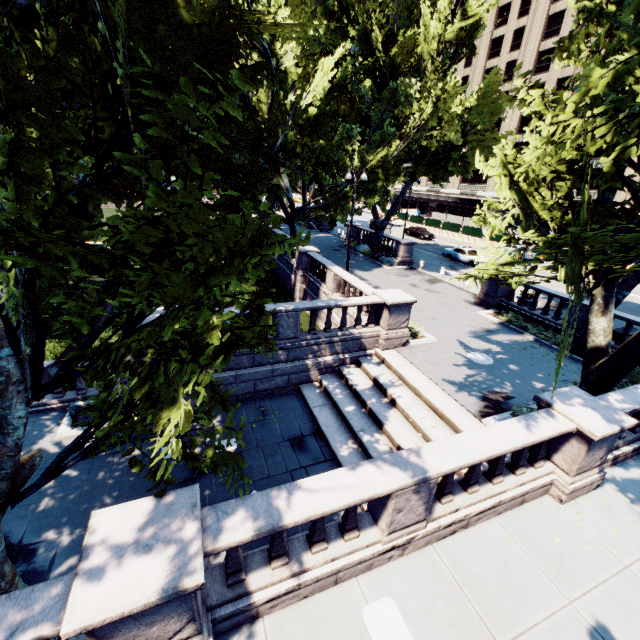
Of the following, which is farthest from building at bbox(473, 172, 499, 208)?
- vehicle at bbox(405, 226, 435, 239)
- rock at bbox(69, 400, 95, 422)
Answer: rock at bbox(69, 400, 95, 422)

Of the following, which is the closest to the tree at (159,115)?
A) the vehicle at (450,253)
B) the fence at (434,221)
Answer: the vehicle at (450,253)

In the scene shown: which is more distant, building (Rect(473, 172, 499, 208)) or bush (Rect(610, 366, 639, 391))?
building (Rect(473, 172, 499, 208))

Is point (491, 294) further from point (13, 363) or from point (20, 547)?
point (20, 547)

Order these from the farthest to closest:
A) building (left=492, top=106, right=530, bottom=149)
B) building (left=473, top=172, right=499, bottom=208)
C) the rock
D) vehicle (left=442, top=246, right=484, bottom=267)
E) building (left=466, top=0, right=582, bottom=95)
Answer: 1. building (left=473, top=172, right=499, bottom=208)
2. building (left=492, top=106, right=530, bottom=149)
3. building (left=466, top=0, right=582, bottom=95)
4. vehicle (left=442, top=246, right=484, bottom=267)
5. the rock

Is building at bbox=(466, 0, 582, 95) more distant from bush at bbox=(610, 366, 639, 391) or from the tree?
bush at bbox=(610, 366, 639, 391)

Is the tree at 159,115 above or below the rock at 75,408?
above

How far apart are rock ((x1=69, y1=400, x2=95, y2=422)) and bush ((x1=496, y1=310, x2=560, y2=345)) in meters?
18.5 m
